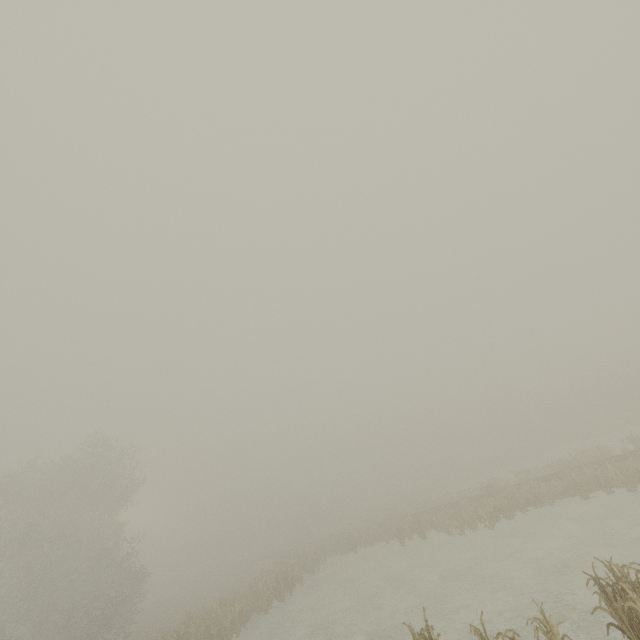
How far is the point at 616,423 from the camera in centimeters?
3869cm
